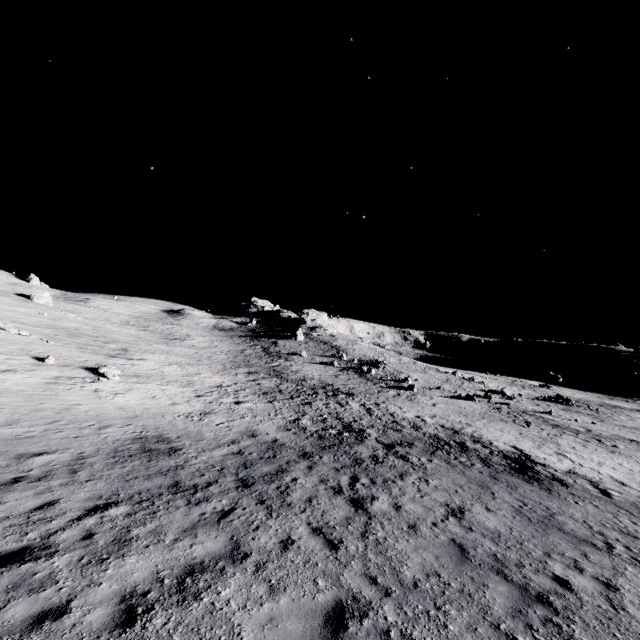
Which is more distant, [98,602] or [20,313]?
[20,313]

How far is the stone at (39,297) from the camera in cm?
5678

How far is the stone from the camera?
56.8m
